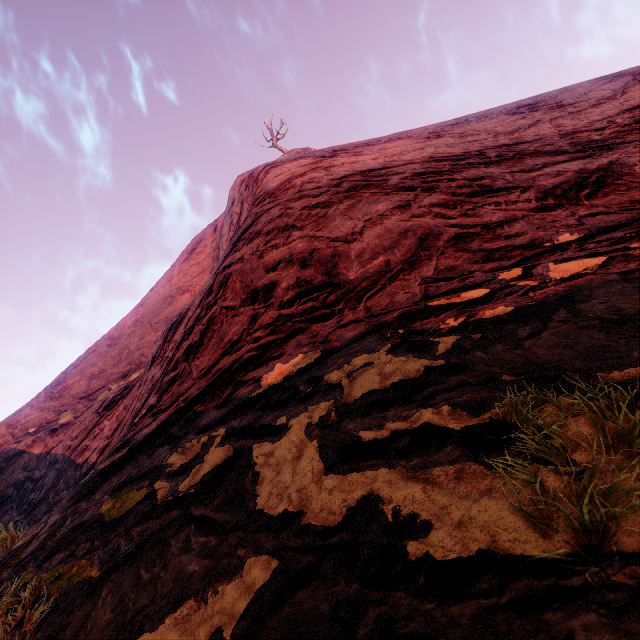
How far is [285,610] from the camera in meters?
1.0
